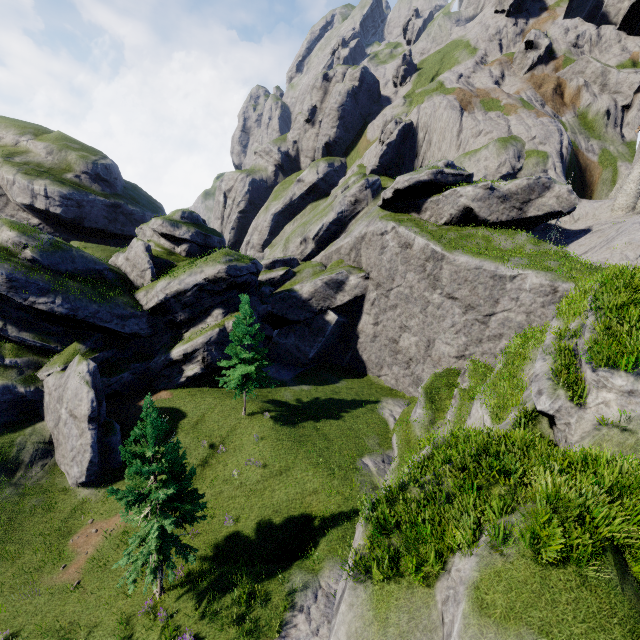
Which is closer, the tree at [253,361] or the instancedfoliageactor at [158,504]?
the instancedfoliageactor at [158,504]

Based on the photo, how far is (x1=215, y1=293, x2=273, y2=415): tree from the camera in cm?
2547

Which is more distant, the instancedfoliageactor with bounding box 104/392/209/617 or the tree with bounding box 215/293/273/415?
the tree with bounding box 215/293/273/415

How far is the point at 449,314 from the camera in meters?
28.7

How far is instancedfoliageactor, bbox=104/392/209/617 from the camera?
13.5 meters

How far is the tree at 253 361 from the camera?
25.47m
